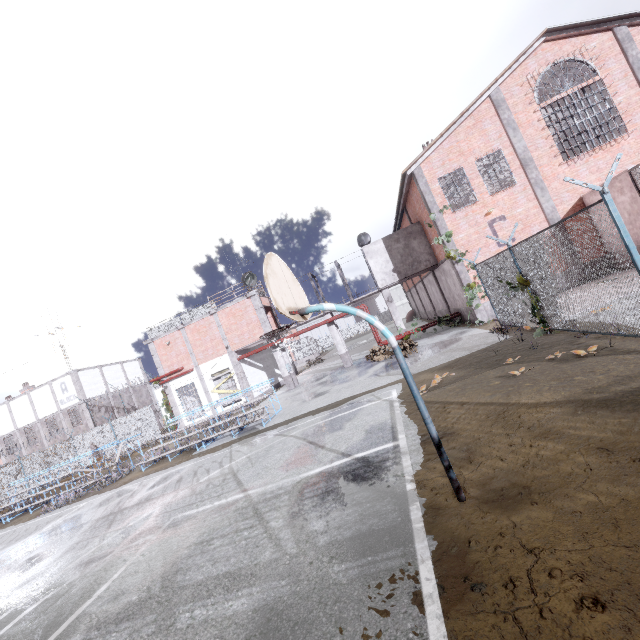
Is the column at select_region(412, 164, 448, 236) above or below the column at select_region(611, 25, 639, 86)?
below

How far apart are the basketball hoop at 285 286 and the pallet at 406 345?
13.4m

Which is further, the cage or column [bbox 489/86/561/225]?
the cage

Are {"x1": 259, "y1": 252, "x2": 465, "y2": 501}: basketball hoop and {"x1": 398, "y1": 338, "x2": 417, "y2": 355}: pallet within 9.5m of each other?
no

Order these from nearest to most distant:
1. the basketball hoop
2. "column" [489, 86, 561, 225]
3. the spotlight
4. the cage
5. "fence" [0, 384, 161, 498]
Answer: the basketball hoop, "column" [489, 86, 561, 225], the spotlight, "fence" [0, 384, 161, 498], the cage

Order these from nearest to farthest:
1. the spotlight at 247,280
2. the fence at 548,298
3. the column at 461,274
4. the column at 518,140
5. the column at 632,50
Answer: the fence at 548,298 → the column at 632,50 → the column at 518,140 → the column at 461,274 → the spotlight at 247,280

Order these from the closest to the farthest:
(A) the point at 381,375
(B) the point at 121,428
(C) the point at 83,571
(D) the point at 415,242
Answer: (C) the point at 83,571
(A) the point at 381,375
(D) the point at 415,242
(B) the point at 121,428

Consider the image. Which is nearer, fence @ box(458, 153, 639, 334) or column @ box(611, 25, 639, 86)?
fence @ box(458, 153, 639, 334)
